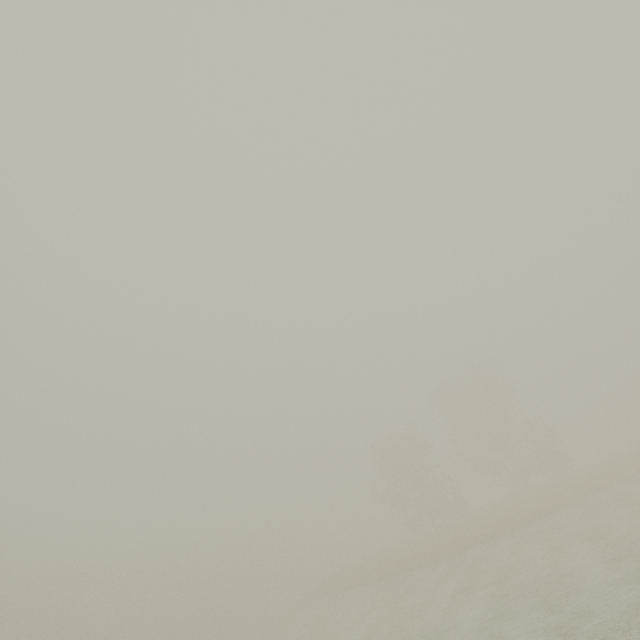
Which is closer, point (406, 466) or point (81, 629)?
point (406, 466)
